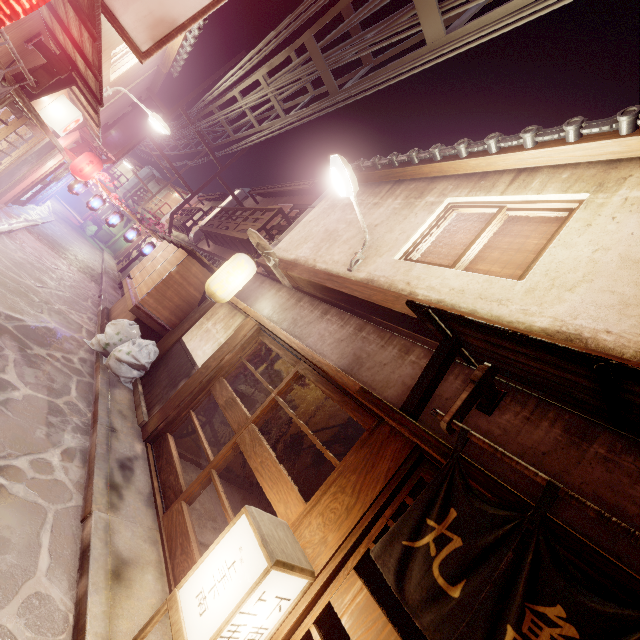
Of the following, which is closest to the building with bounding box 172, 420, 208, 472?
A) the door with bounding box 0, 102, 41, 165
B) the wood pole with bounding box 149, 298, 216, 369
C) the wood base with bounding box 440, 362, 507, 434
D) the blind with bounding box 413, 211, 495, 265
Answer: the wood base with bounding box 440, 362, 507, 434

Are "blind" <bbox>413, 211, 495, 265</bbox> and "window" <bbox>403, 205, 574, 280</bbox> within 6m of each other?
yes

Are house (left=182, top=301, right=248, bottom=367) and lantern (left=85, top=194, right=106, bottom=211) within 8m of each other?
no

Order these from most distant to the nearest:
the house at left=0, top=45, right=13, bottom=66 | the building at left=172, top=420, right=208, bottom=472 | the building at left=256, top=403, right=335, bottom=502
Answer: the building at left=256, top=403, right=335, bottom=502 < the building at left=172, top=420, right=208, bottom=472 < the house at left=0, top=45, right=13, bottom=66

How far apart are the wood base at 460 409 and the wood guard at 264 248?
8.4m

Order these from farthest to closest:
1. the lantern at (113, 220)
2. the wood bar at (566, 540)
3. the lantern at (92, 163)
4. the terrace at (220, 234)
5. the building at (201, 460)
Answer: the lantern at (113, 220)
the lantern at (92, 163)
the terrace at (220, 234)
the building at (201, 460)
the wood bar at (566, 540)

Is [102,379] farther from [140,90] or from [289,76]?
[140,90]

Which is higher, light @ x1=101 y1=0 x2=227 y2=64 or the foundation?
light @ x1=101 y1=0 x2=227 y2=64
